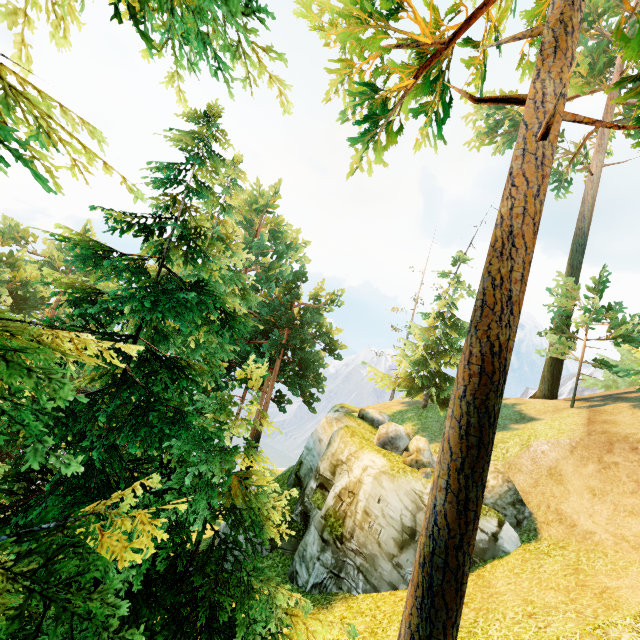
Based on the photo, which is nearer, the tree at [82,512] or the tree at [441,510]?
the tree at [82,512]

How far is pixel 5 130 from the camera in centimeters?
178cm

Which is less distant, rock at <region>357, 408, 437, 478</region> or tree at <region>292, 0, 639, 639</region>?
tree at <region>292, 0, 639, 639</region>

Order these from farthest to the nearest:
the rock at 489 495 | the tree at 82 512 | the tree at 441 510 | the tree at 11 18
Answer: the rock at 489 495 < the tree at 441 510 < the tree at 82 512 < the tree at 11 18

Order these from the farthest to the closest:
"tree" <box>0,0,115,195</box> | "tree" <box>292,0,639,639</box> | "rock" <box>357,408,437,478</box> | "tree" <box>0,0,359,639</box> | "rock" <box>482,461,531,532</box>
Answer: "rock" <box>357,408,437,478</box>, "rock" <box>482,461,531,532</box>, "tree" <box>292,0,639,639</box>, "tree" <box>0,0,359,639</box>, "tree" <box>0,0,115,195</box>

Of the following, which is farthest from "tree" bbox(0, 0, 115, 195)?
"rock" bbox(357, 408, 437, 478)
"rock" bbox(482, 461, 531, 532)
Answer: "rock" bbox(482, 461, 531, 532)

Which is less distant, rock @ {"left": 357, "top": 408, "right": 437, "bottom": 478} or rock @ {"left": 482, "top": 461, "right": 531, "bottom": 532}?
rock @ {"left": 482, "top": 461, "right": 531, "bottom": 532}

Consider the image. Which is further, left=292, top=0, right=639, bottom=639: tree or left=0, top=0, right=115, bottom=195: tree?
left=292, top=0, right=639, bottom=639: tree
